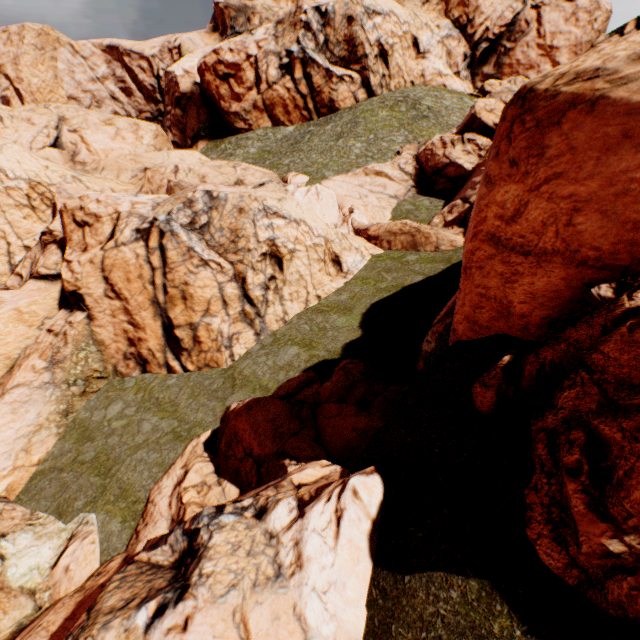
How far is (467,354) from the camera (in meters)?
6.23
